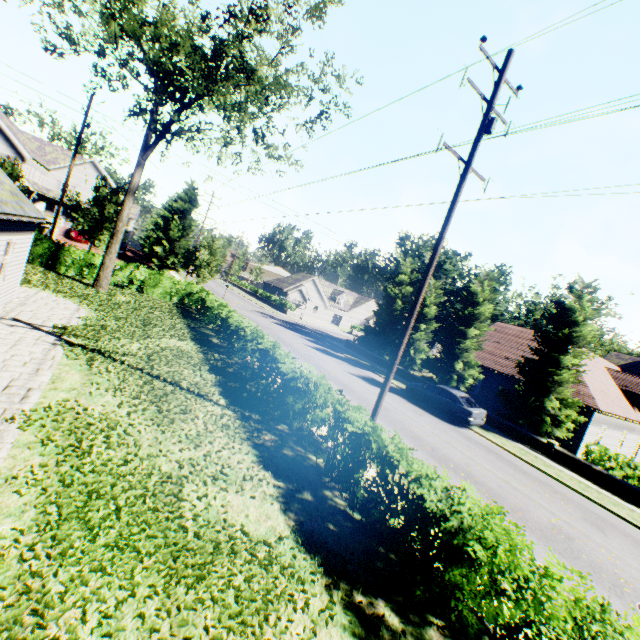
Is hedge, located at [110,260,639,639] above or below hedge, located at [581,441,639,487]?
below

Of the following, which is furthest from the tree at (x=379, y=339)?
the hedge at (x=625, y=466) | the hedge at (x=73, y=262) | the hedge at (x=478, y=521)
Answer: the hedge at (x=478, y=521)

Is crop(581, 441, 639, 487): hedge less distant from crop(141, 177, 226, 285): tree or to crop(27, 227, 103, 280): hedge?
crop(141, 177, 226, 285): tree

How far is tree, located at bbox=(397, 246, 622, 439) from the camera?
19.0 meters

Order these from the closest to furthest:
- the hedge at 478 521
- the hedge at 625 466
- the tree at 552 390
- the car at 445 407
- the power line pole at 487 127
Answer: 1. the hedge at 478 521
2. the power line pole at 487 127
3. the hedge at 625 466
4. the car at 445 407
5. the tree at 552 390

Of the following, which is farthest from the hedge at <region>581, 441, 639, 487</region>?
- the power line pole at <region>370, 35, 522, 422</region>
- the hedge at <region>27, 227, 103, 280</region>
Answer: the hedge at <region>27, 227, 103, 280</region>

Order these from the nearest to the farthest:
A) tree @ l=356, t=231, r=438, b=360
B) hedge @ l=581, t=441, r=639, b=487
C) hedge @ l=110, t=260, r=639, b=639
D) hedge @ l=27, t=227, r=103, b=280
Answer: hedge @ l=110, t=260, r=639, b=639 < hedge @ l=581, t=441, r=639, b=487 < hedge @ l=27, t=227, r=103, b=280 < tree @ l=356, t=231, r=438, b=360

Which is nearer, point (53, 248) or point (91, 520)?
point (91, 520)
